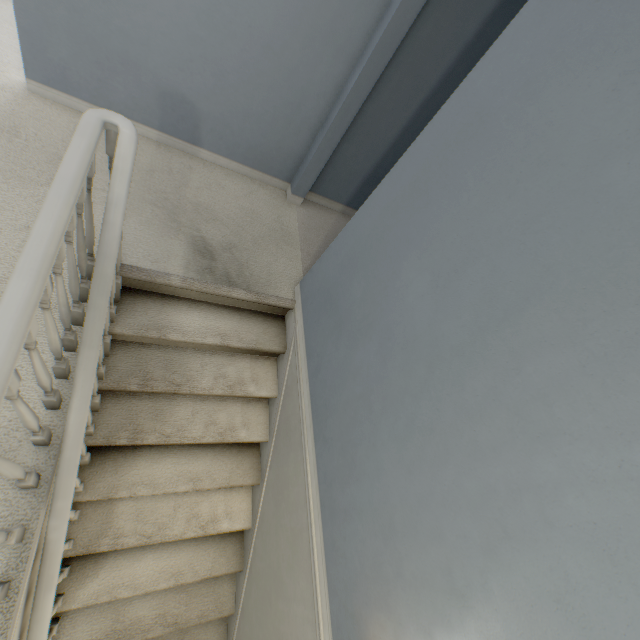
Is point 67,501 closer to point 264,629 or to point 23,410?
point 23,410
